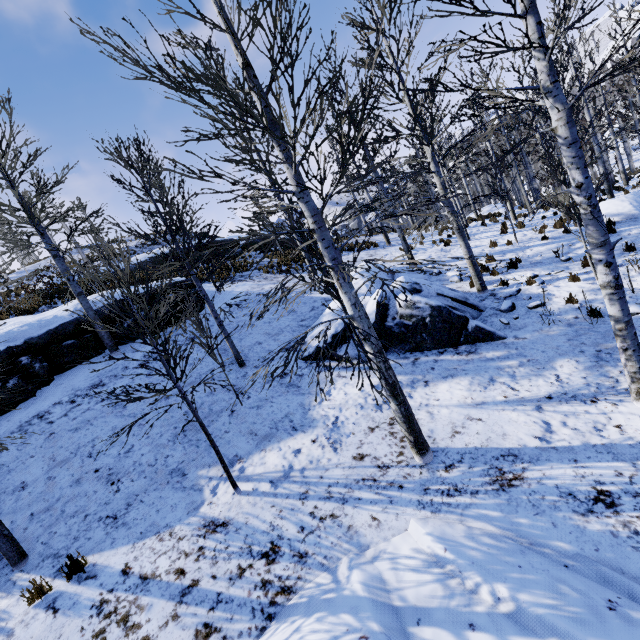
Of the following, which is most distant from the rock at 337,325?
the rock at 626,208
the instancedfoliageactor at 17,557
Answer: the rock at 626,208

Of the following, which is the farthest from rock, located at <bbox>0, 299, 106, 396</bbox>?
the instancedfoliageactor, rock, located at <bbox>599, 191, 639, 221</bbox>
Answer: rock, located at <bbox>599, 191, 639, 221</bbox>

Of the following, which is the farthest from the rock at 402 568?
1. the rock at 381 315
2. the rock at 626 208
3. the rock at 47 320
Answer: the rock at 626 208

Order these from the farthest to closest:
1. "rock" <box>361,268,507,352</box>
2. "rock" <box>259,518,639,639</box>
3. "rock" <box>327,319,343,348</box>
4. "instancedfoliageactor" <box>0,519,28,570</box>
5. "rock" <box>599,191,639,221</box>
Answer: "rock" <box>599,191,639,221</box> < "rock" <box>327,319,343,348</box> < "rock" <box>361,268,507,352</box> < "instancedfoliageactor" <box>0,519,28,570</box> < "rock" <box>259,518,639,639</box>

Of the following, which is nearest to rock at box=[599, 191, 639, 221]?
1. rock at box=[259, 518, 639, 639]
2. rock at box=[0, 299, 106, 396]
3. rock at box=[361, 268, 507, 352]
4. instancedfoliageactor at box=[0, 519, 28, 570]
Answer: rock at box=[361, 268, 507, 352]

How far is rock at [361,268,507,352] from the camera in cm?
797

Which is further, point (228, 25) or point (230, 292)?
point (230, 292)
